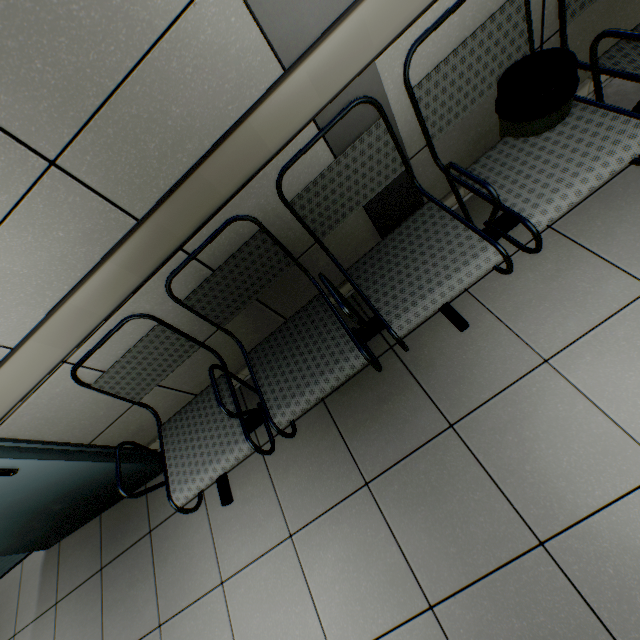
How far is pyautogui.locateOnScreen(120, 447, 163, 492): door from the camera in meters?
2.0

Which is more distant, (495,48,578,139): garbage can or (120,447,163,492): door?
(120,447,163,492): door

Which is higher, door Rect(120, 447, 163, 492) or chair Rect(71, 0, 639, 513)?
chair Rect(71, 0, 639, 513)

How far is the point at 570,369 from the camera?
1.35m

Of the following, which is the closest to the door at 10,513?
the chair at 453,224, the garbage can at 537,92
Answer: the chair at 453,224

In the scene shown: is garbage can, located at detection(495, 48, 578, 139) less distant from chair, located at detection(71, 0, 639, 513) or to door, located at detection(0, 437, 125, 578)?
chair, located at detection(71, 0, 639, 513)
